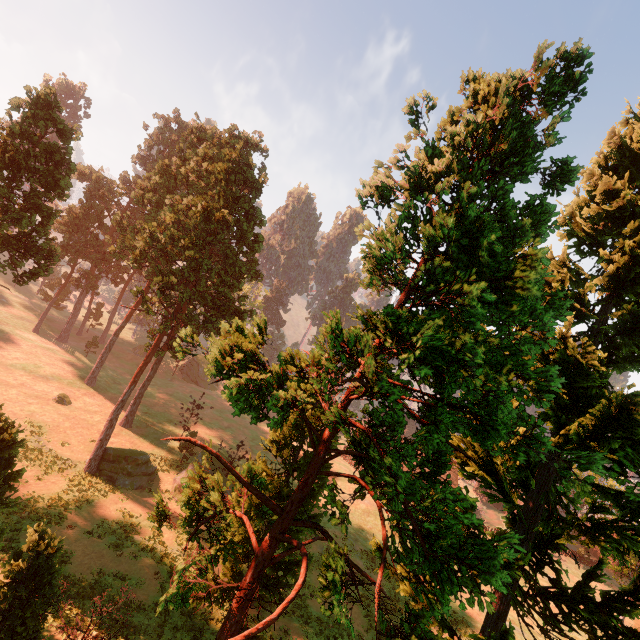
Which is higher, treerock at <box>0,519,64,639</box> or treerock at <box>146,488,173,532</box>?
treerock at <box>146,488,173,532</box>

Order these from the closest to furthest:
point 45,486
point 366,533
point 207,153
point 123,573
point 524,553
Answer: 1. point 524,553
2. point 123,573
3. point 45,486
4. point 207,153
5. point 366,533

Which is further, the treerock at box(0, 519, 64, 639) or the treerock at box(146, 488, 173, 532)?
the treerock at box(0, 519, 64, 639)

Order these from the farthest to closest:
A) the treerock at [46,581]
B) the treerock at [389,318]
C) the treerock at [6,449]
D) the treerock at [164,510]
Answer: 1. the treerock at [6,449]
2. the treerock at [46,581]
3. the treerock at [164,510]
4. the treerock at [389,318]

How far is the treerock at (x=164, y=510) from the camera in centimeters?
935cm

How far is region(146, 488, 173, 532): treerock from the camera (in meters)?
9.35

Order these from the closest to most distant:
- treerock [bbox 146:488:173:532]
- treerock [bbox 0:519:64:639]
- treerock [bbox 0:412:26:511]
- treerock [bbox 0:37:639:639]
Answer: treerock [bbox 0:37:639:639], treerock [bbox 146:488:173:532], treerock [bbox 0:519:64:639], treerock [bbox 0:412:26:511]
